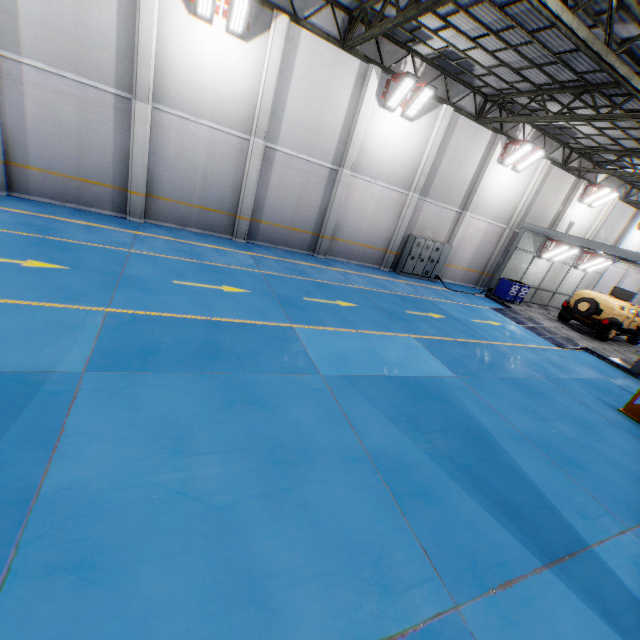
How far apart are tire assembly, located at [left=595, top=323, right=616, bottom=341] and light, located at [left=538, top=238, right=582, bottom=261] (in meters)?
4.53

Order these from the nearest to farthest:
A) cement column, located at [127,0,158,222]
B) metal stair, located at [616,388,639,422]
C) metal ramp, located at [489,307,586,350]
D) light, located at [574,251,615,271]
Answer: metal stair, located at [616,388,639,422] → cement column, located at [127,0,158,222] → metal ramp, located at [489,307,586,350] → light, located at [574,251,615,271]

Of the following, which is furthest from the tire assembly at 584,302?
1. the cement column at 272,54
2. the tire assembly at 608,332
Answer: the cement column at 272,54

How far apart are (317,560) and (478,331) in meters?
11.3 m

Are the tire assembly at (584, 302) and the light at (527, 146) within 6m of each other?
no

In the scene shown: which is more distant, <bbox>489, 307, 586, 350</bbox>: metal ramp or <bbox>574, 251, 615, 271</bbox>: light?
<bbox>574, 251, 615, 271</bbox>: light

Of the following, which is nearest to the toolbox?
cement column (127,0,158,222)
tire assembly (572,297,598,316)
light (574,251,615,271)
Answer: tire assembly (572,297,598,316)

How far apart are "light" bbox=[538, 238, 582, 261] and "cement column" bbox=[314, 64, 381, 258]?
12.6 meters
